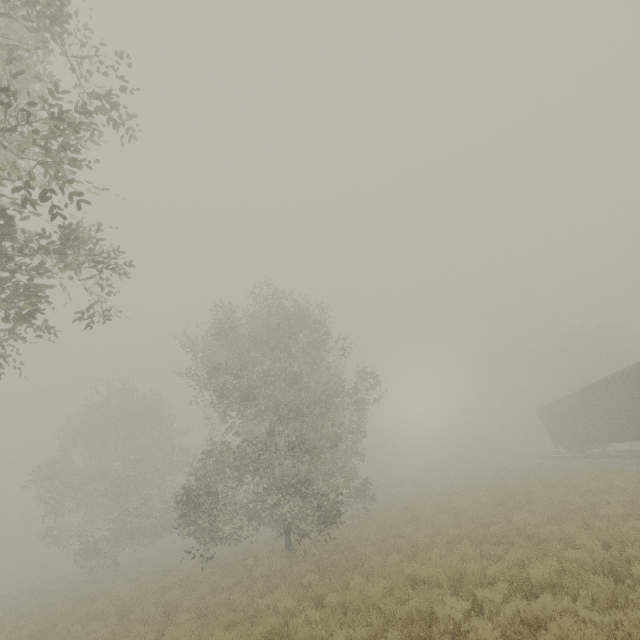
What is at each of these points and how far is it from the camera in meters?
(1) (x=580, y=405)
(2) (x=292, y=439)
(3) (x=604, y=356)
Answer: (1) boxcar, 23.2
(2) tree, 15.1
(3) tree, 37.9

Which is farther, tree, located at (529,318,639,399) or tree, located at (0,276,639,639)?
tree, located at (529,318,639,399)

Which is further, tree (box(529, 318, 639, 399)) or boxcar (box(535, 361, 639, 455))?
tree (box(529, 318, 639, 399))

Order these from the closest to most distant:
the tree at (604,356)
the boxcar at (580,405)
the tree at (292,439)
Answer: the tree at (292,439) → the boxcar at (580,405) → the tree at (604,356)

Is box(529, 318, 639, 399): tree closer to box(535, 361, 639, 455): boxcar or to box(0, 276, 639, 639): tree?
box(0, 276, 639, 639): tree

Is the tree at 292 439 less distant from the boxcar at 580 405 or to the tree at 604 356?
the tree at 604 356

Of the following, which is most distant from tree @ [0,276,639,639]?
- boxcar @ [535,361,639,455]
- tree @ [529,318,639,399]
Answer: boxcar @ [535,361,639,455]
